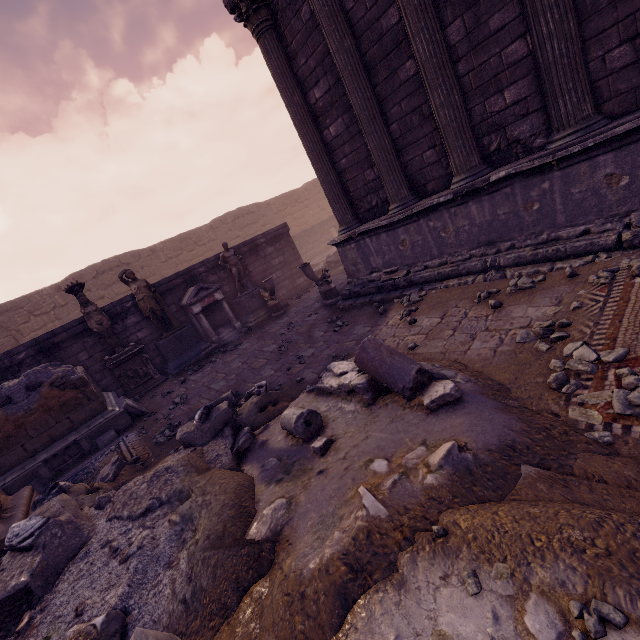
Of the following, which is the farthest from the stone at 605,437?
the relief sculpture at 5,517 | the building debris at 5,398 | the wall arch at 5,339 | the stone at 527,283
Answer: the wall arch at 5,339

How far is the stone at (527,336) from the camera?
3.1m

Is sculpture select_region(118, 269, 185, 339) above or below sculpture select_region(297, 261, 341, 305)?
above

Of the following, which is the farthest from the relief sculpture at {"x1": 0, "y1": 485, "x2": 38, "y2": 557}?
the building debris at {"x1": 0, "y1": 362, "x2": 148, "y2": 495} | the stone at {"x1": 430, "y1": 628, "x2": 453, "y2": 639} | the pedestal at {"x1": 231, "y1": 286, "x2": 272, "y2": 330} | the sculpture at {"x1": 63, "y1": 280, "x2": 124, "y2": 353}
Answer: the pedestal at {"x1": 231, "y1": 286, "x2": 272, "y2": 330}

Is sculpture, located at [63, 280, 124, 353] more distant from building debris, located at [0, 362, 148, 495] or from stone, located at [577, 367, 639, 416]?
stone, located at [577, 367, 639, 416]

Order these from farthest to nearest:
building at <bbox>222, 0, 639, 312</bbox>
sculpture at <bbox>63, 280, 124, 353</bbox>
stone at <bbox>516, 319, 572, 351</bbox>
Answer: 1. sculpture at <bbox>63, 280, 124, 353</bbox>
2. building at <bbox>222, 0, 639, 312</bbox>
3. stone at <bbox>516, 319, 572, 351</bbox>

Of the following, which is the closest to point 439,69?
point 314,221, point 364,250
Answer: point 364,250

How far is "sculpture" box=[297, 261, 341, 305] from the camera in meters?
8.6 m
